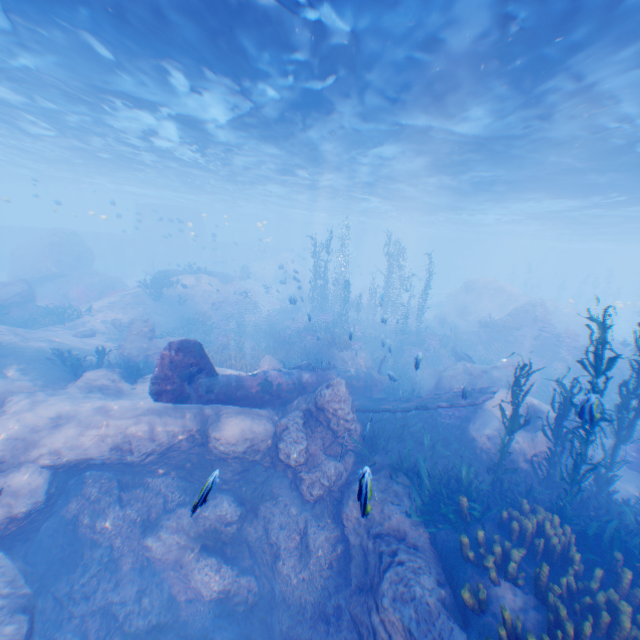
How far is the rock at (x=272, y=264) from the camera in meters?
26.9

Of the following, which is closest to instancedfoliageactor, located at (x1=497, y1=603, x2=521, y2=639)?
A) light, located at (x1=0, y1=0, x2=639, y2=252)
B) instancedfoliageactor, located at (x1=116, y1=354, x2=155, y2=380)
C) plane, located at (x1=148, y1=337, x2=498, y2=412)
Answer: plane, located at (x1=148, y1=337, x2=498, y2=412)

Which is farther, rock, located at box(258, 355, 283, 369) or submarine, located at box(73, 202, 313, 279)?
submarine, located at box(73, 202, 313, 279)

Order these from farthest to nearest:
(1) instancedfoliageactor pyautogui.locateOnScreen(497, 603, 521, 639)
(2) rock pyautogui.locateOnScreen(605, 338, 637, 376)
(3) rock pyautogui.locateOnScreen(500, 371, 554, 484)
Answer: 1. (2) rock pyautogui.locateOnScreen(605, 338, 637, 376)
2. (3) rock pyautogui.locateOnScreen(500, 371, 554, 484)
3. (1) instancedfoliageactor pyautogui.locateOnScreen(497, 603, 521, 639)

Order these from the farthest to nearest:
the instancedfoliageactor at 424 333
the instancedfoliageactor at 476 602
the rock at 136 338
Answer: the instancedfoliageactor at 424 333
the rock at 136 338
the instancedfoliageactor at 476 602

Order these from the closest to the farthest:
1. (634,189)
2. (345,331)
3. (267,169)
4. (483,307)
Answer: (634,189)
(345,331)
(267,169)
(483,307)

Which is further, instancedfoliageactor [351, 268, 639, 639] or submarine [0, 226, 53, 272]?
submarine [0, 226, 53, 272]
